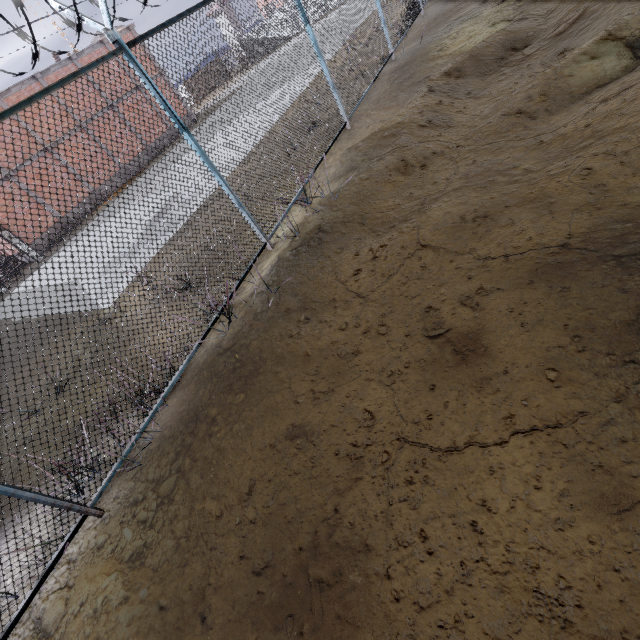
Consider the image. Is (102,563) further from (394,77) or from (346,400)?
(394,77)

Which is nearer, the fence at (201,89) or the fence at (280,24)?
the fence at (201,89)

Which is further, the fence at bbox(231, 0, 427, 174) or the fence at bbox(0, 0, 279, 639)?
the fence at bbox(231, 0, 427, 174)
